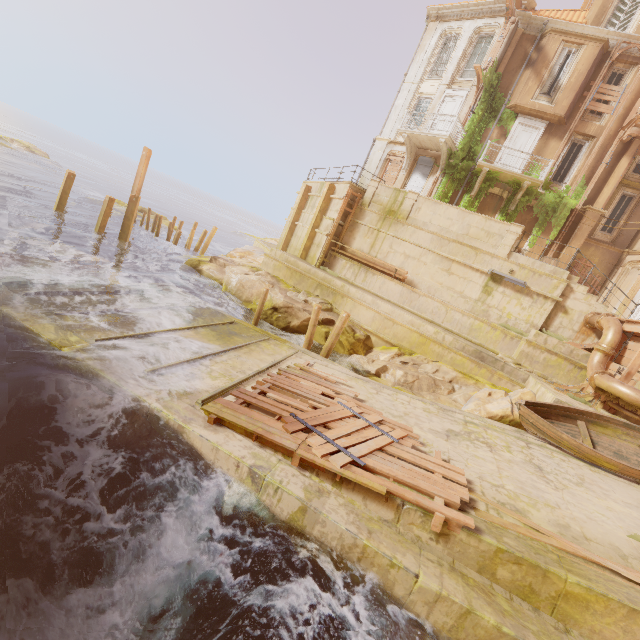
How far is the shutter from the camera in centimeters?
2109cm

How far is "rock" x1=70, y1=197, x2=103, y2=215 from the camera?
25.5 meters

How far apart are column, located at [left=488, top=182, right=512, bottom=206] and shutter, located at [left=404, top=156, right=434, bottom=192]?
3.48m

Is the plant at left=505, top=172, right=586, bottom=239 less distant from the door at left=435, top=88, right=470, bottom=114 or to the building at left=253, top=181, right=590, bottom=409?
the building at left=253, top=181, right=590, bottom=409

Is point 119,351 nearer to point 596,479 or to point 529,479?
point 529,479

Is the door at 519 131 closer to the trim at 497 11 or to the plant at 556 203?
the plant at 556 203

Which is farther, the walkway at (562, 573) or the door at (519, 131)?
the door at (519, 131)

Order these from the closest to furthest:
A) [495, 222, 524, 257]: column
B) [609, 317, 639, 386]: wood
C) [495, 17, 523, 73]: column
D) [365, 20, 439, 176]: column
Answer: [609, 317, 639, 386]: wood → [495, 222, 524, 257]: column → [495, 17, 523, 73]: column → [365, 20, 439, 176]: column
